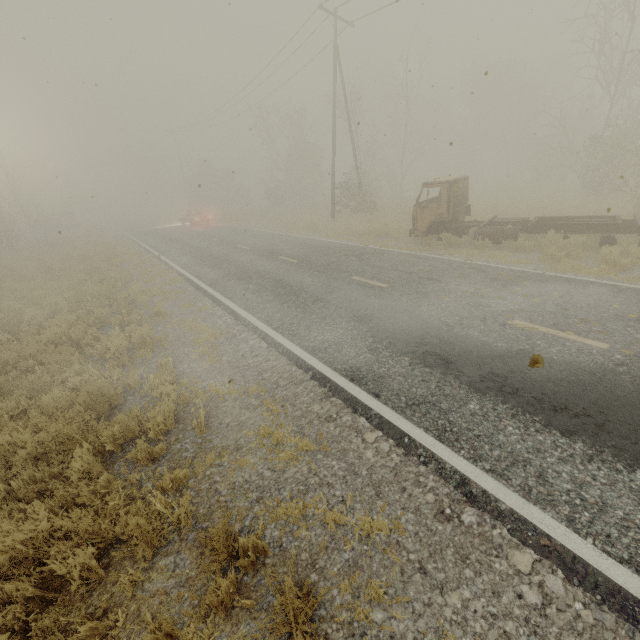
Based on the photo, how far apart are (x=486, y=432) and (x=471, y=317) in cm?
327
